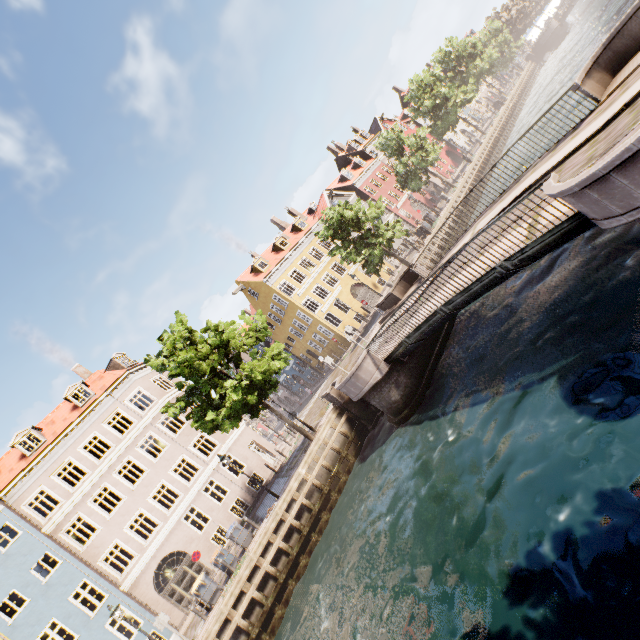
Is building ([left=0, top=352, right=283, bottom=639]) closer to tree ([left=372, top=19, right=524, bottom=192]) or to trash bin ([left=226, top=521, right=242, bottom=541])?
trash bin ([left=226, top=521, right=242, bottom=541])

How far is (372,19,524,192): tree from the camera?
33.0 meters

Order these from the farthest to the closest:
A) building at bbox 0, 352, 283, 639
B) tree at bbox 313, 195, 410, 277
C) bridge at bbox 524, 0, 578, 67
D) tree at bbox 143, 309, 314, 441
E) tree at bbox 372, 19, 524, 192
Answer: bridge at bbox 524, 0, 578, 67 < tree at bbox 372, 19, 524, 192 < tree at bbox 313, 195, 410, 277 < building at bbox 0, 352, 283, 639 < tree at bbox 143, 309, 314, 441

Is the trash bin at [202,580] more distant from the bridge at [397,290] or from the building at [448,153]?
the bridge at [397,290]

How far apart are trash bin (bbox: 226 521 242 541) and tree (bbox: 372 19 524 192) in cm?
5182

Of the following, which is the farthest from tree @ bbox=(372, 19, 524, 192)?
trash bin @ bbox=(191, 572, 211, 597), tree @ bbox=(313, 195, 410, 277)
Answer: trash bin @ bbox=(191, 572, 211, 597)

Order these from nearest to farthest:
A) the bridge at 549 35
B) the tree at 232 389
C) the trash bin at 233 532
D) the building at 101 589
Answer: the tree at 232 389 → the trash bin at 233 532 → the building at 101 589 → the bridge at 549 35

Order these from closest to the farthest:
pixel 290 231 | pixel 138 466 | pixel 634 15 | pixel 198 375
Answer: pixel 634 15
pixel 198 375
pixel 138 466
pixel 290 231
